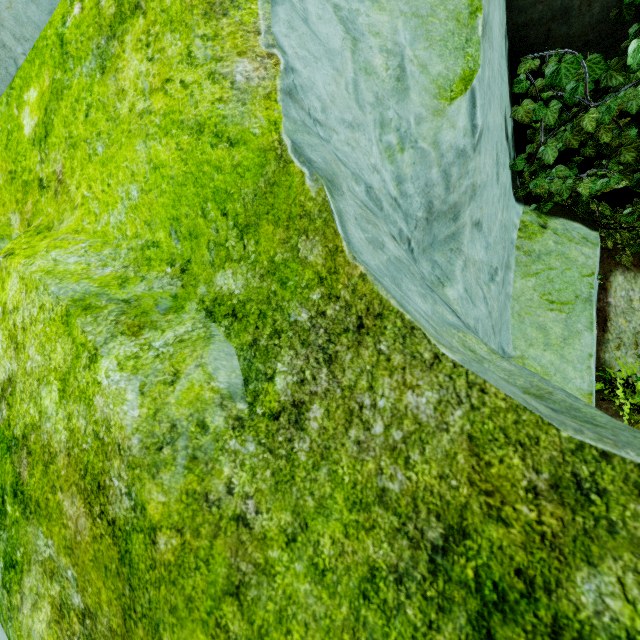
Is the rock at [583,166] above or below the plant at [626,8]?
below

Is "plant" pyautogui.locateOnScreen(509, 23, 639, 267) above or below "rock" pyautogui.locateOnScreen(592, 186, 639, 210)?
above

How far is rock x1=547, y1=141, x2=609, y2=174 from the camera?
2.92m

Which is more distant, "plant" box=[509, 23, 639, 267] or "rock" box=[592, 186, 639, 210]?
"rock" box=[592, 186, 639, 210]

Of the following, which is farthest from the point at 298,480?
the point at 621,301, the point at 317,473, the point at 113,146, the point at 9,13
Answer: the point at 621,301

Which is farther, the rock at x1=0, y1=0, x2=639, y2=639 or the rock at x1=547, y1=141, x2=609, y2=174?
the rock at x1=547, y1=141, x2=609, y2=174

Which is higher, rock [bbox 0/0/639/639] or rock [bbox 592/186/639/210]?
rock [bbox 0/0/639/639]

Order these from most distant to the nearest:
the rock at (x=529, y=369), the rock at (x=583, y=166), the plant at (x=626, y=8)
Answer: the rock at (x=583, y=166) < the plant at (x=626, y=8) < the rock at (x=529, y=369)
